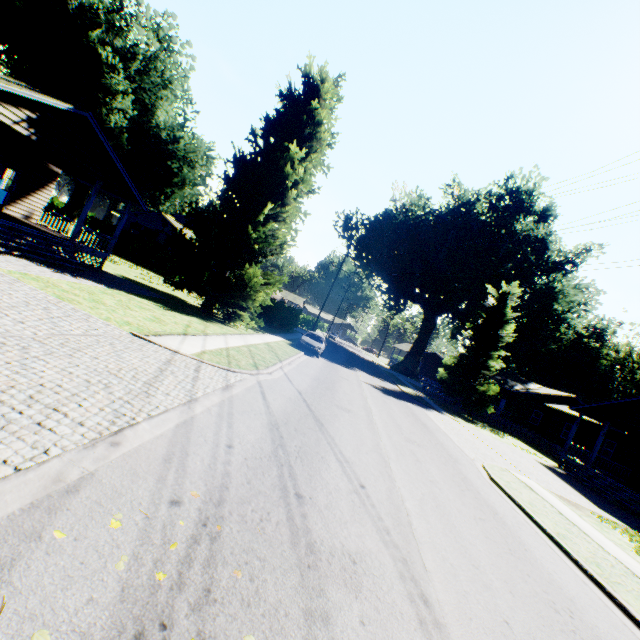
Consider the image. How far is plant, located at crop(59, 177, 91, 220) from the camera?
31.4 meters

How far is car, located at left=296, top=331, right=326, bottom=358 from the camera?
23.3m

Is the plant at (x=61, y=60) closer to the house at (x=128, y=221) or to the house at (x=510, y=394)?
the house at (x=128, y=221)

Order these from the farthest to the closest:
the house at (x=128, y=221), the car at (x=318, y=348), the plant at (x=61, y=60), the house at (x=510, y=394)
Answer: the car at (x=318, y=348)
the house at (x=510, y=394)
the plant at (x=61, y=60)
the house at (x=128, y=221)

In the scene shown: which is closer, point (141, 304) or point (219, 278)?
point (141, 304)

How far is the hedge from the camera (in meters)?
35.12

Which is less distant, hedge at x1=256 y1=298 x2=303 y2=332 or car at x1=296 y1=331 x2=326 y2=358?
car at x1=296 y1=331 x2=326 y2=358

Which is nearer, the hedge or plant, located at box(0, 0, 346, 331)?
plant, located at box(0, 0, 346, 331)
